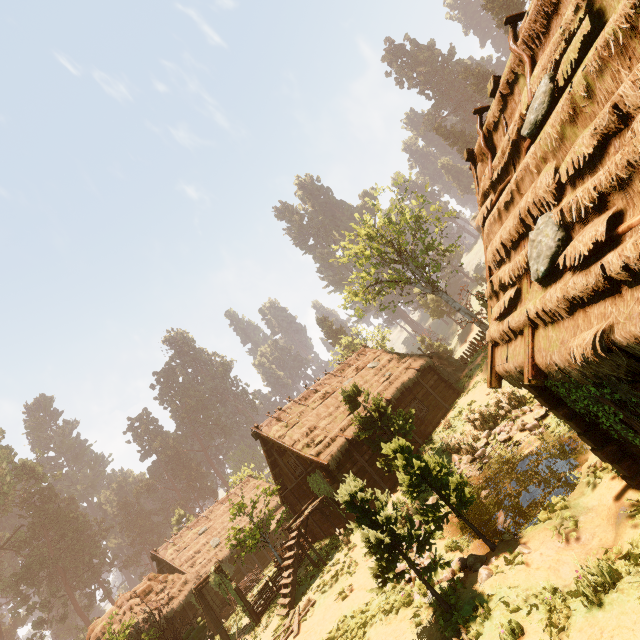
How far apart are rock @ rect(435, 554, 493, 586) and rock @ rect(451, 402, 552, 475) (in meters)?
5.93

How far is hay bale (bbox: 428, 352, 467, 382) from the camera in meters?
25.4 m

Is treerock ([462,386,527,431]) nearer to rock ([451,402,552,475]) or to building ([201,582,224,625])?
building ([201,582,224,625])

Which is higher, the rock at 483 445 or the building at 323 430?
the building at 323 430

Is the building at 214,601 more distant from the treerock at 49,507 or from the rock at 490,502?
the rock at 490,502

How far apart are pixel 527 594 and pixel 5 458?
67.64m

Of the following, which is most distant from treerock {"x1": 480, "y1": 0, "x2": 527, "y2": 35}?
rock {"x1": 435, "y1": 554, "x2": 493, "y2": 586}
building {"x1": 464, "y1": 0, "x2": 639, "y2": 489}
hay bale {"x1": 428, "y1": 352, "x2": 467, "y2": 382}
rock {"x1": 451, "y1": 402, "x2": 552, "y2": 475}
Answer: rock {"x1": 451, "y1": 402, "x2": 552, "y2": 475}
